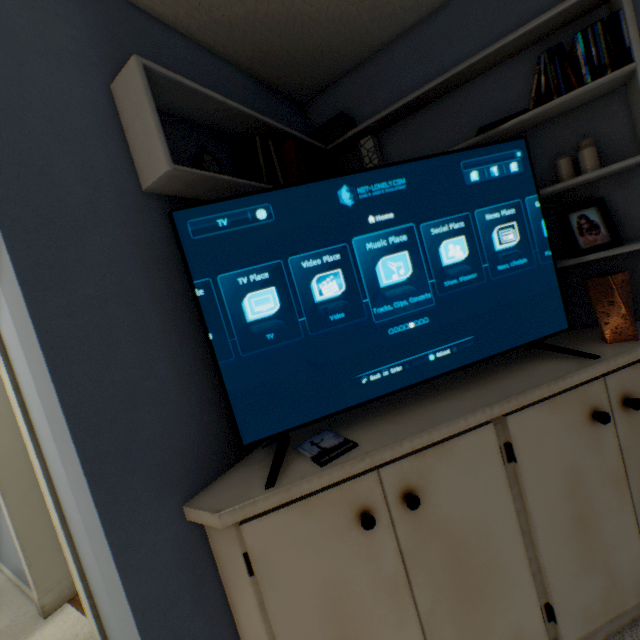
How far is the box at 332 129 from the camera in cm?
163

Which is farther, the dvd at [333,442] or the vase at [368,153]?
the vase at [368,153]

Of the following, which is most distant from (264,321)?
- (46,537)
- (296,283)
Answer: (46,537)

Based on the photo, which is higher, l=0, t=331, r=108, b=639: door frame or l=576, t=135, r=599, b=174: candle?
l=576, t=135, r=599, b=174: candle

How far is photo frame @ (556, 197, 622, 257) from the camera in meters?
1.2 m

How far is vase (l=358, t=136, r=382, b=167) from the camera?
1.6m

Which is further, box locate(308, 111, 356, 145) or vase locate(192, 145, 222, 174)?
box locate(308, 111, 356, 145)

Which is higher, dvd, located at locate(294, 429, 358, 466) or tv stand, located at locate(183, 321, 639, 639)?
dvd, located at locate(294, 429, 358, 466)
